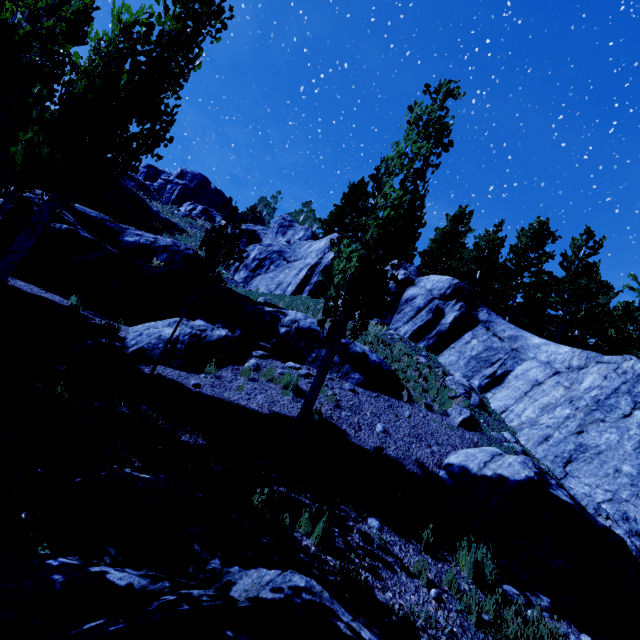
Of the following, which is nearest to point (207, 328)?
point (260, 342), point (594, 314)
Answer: point (260, 342)

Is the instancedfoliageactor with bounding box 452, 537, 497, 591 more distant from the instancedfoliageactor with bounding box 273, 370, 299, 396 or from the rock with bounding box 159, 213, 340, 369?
the instancedfoliageactor with bounding box 273, 370, 299, 396

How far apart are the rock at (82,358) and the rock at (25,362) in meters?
0.1

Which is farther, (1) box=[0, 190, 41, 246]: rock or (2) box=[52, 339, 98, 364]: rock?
(1) box=[0, 190, 41, 246]: rock

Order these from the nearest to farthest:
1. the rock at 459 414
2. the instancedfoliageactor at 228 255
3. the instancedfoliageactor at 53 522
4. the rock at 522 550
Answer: the instancedfoliageactor at 53 522, the rock at 522 550, the instancedfoliageactor at 228 255, the rock at 459 414

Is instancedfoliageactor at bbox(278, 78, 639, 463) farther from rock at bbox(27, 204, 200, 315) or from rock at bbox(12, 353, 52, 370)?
rock at bbox(12, 353, 52, 370)

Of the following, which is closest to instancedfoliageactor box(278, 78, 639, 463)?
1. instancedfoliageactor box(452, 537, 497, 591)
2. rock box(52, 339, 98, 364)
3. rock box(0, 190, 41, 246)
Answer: rock box(0, 190, 41, 246)

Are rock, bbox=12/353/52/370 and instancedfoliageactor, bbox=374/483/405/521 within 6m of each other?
no
